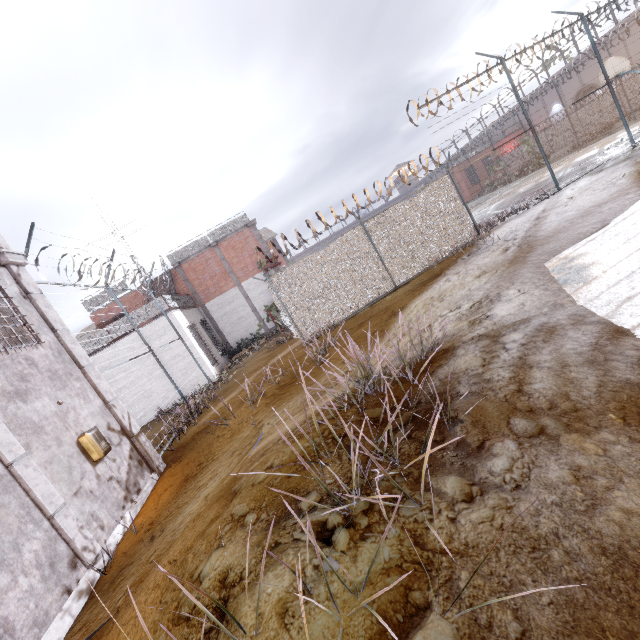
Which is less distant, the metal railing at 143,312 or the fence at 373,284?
the fence at 373,284

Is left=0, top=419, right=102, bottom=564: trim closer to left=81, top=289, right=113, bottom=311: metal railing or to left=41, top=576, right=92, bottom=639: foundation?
left=41, top=576, right=92, bottom=639: foundation

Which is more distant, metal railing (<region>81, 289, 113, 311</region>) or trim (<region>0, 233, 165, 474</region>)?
metal railing (<region>81, 289, 113, 311</region>)

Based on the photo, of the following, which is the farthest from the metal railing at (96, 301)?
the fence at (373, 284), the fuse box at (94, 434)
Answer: the fuse box at (94, 434)

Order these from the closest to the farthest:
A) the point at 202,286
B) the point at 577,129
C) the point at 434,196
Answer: the point at 434,196
the point at 202,286
the point at 577,129

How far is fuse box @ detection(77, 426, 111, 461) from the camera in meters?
6.2

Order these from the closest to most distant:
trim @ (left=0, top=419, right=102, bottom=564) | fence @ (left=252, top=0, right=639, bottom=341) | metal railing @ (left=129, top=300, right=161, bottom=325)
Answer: A: trim @ (left=0, top=419, right=102, bottom=564) → fence @ (left=252, top=0, right=639, bottom=341) → metal railing @ (left=129, top=300, right=161, bottom=325)

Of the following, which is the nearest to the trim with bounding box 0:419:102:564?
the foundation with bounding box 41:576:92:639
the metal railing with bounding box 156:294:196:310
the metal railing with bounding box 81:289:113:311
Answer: the foundation with bounding box 41:576:92:639
